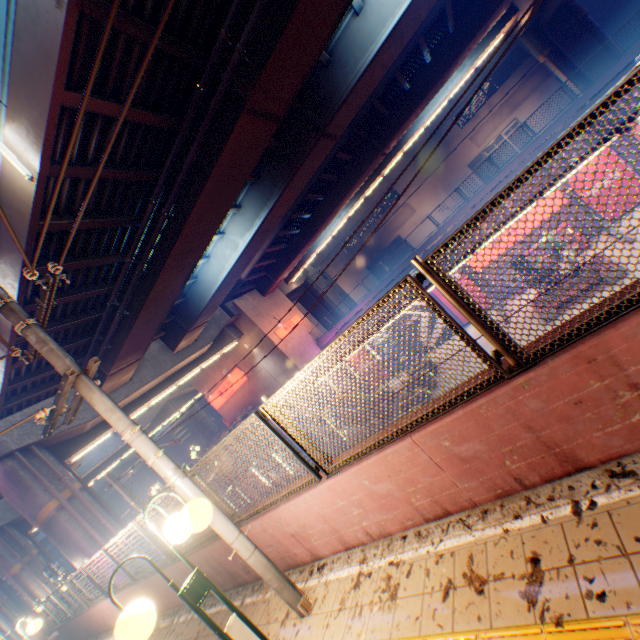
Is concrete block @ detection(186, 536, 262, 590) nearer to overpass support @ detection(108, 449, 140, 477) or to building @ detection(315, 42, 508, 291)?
overpass support @ detection(108, 449, 140, 477)

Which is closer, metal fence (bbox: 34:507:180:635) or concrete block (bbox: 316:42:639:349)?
metal fence (bbox: 34:507:180:635)

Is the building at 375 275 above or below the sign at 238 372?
below

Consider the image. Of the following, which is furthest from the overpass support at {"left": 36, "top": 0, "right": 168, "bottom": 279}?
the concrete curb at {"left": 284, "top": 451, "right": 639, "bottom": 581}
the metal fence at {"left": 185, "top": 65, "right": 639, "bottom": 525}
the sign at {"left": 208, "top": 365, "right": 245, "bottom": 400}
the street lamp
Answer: the street lamp

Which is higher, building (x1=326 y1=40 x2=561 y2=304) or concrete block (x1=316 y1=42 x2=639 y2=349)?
building (x1=326 y1=40 x2=561 y2=304)

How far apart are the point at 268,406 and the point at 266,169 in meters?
13.3

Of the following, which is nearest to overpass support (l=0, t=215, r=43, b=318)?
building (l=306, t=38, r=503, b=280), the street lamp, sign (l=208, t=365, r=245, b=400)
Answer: sign (l=208, t=365, r=245, b=400)

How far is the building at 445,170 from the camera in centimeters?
3397cm
